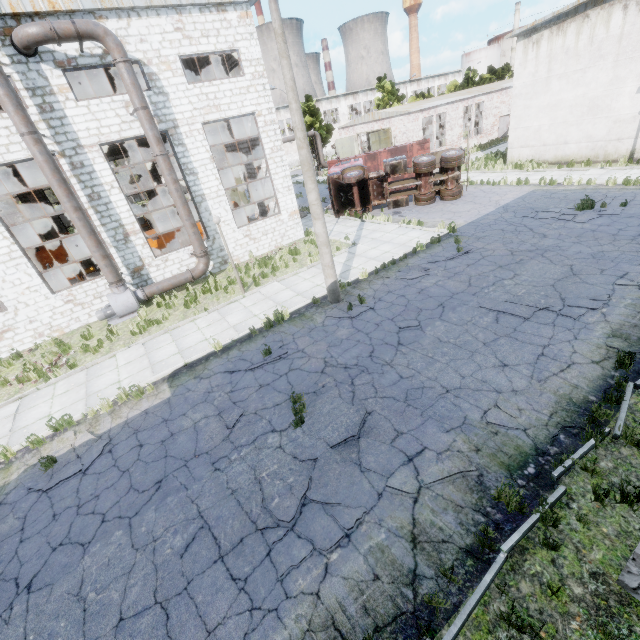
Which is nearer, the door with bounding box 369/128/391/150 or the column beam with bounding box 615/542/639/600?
the column beam with bounding box 615/542/639/600

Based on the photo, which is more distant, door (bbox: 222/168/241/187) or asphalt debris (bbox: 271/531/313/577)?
door (bbox: 222/168/241/187)

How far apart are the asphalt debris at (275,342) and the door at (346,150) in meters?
34.3

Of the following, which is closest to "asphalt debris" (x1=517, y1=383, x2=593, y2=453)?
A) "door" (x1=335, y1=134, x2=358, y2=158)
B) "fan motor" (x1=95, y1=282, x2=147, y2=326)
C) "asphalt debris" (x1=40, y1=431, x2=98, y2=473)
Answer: "asphalt debris" (x1=40, y1=431, x2=98, y2=473)

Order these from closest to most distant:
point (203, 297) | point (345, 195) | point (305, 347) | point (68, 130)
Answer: point (305, 347) → point (68, 130) → point (203, 297) → point (345, 195)

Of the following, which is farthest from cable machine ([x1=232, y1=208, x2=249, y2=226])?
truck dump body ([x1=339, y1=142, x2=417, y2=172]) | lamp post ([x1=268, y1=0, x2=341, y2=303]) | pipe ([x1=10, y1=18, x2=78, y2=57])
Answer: lamp post ([x1=268, y1=0, x2=341, y2=303])

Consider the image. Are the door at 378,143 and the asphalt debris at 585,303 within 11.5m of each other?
no

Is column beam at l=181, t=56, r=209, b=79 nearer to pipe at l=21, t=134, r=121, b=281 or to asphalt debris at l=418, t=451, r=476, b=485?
pipe at l=21, t=134, r=121, b=281
